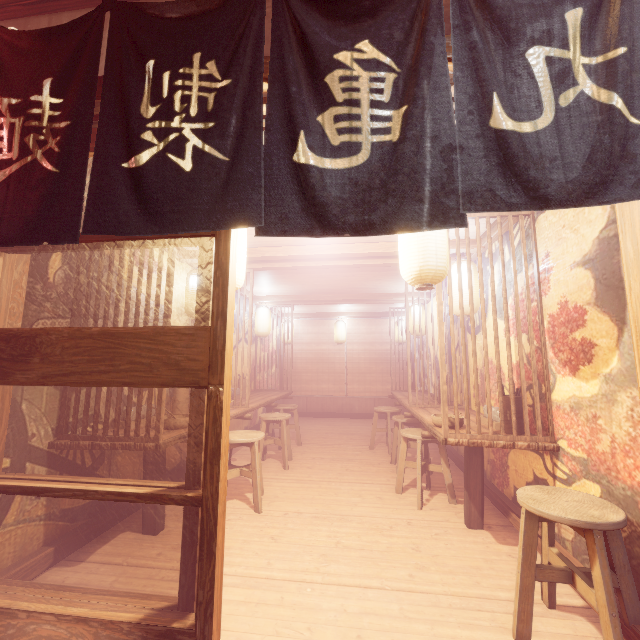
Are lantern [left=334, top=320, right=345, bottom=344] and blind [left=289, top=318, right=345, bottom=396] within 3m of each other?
yes

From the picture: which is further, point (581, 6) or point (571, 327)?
point (571, 327)

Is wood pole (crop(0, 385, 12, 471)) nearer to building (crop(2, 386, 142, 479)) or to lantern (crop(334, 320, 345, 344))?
building (crop(2, 386, 142, 479))

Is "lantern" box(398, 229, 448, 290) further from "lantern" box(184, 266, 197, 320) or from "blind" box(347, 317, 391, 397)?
"blind" box(347, 317, 391, 397)

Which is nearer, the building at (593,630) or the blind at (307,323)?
the building at (593,630)

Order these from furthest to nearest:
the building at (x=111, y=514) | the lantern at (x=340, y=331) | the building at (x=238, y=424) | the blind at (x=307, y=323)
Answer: the blind at (x=307, y=323) → the lantern at (x=340, y=331) → the building at (x=238, y=424) → the building at (x=111, y=514)

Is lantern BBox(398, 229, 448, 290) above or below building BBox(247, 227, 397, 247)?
below

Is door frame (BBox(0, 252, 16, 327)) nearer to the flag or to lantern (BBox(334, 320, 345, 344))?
the flag
